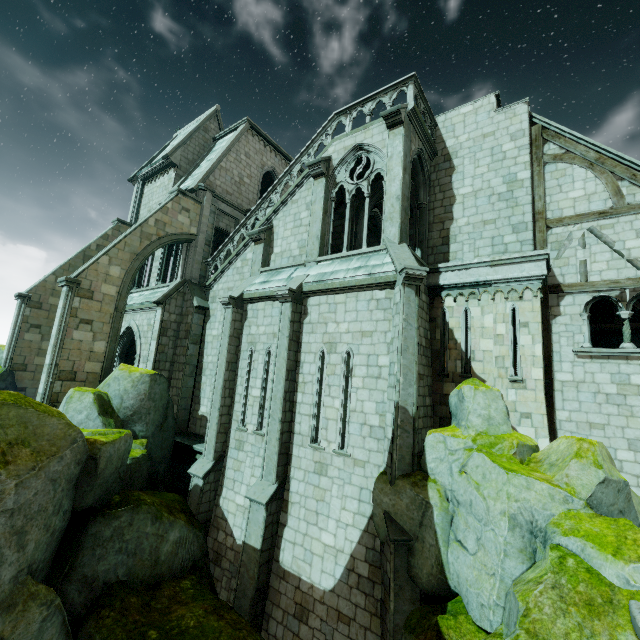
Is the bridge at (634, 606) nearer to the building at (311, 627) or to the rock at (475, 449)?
the rock at (475, 449)

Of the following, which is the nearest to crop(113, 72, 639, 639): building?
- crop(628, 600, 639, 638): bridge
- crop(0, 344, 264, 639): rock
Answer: crop(0, 344, 264, 639): rock

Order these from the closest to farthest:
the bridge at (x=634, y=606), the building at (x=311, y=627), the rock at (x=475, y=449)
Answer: the bridge at (x=634, y=606) < the rock at (x=475, y=449) < the building at (x=311, y=627)

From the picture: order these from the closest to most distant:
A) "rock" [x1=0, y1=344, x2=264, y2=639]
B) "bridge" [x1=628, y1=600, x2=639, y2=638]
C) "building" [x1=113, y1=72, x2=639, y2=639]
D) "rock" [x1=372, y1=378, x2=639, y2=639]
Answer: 1. "bridge" [x1=628, y1=600, x2=639, y2=638]
2. "rock" [x1=372, y1=378, x2=639, y2=639]
3. "rock" [x1=0, y1=344, x2=264, y2=639]
4. "building" [x1=113, y1=72, x2=639, y2=639]

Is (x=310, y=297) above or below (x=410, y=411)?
above

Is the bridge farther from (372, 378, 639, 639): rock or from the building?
the building
